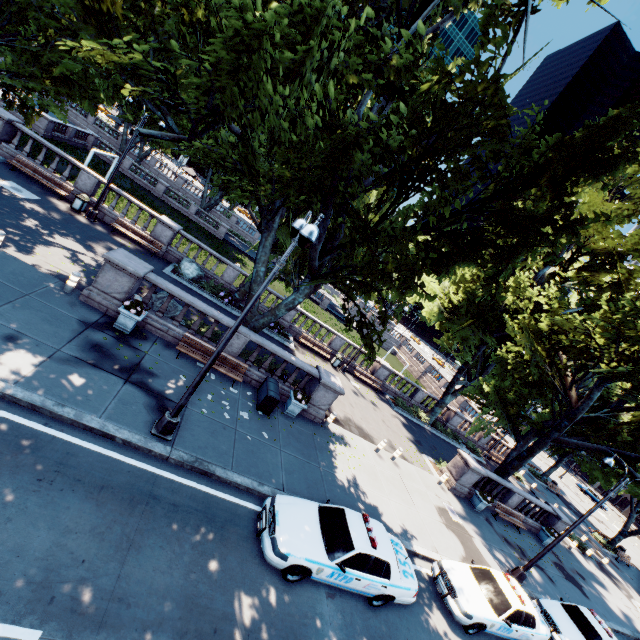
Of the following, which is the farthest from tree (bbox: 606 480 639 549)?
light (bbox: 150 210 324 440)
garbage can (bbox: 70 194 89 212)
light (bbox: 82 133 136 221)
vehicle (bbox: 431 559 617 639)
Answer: vehicle (bbox: 431 559 617 639)

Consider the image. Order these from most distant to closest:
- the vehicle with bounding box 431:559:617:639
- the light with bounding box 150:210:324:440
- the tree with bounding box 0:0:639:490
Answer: the vehicle with bounding box 431:559:617:639 < the tree with bounding box 0:0:639:490 < the light with bounding box 150:210:324:440

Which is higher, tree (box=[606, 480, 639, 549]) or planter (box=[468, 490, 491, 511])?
tree (box=[606, 480, 639, 549])

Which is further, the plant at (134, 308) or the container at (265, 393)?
the container at (265, 393)

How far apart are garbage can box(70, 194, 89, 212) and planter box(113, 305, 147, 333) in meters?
10.9

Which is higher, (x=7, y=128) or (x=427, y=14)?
(x=427, y=14)

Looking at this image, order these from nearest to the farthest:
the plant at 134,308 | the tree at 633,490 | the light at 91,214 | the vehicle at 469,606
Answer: the vehicle at 469,606
the plant at 134,308
the light at 91,214
the tree at 633,490

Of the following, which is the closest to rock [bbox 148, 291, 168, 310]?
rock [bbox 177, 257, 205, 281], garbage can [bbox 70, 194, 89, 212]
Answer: rock [bbox 177, 257, 205, 281]
